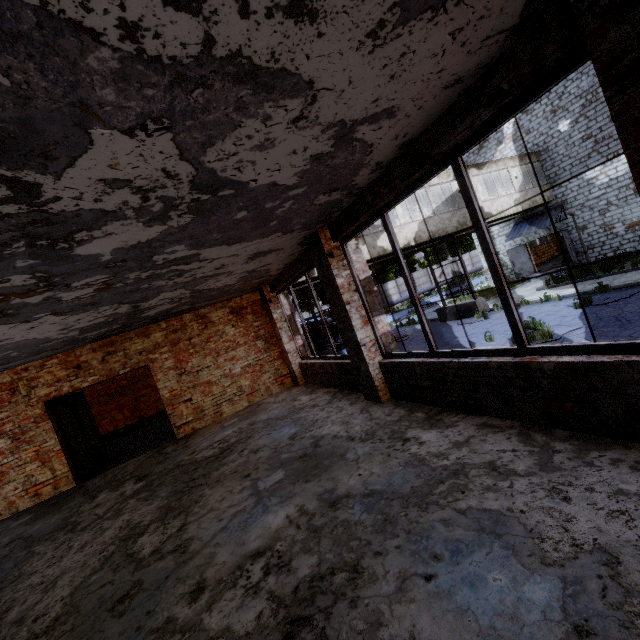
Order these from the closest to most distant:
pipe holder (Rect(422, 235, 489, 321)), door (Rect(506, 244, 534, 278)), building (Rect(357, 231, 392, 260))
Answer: building (Rect(357, 231, 392, 260)), pipe holder (Rect(422, 235, 489, 321)), door (Rect(506, 244, 534, 278))

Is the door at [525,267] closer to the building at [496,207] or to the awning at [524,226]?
the awning at [524,226]

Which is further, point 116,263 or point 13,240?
point 116,263

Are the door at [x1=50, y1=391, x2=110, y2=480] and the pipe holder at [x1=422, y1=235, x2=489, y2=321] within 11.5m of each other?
no

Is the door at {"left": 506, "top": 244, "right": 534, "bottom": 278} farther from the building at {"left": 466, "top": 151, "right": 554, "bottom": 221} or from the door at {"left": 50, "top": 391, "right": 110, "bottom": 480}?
the door at {"left": 50, "top": 391, "right": 110, "bottom": 480}

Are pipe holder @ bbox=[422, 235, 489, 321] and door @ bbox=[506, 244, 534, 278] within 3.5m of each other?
no

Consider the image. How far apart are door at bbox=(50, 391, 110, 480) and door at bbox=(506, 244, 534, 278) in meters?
24.8 m

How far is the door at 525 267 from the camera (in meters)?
21.91
